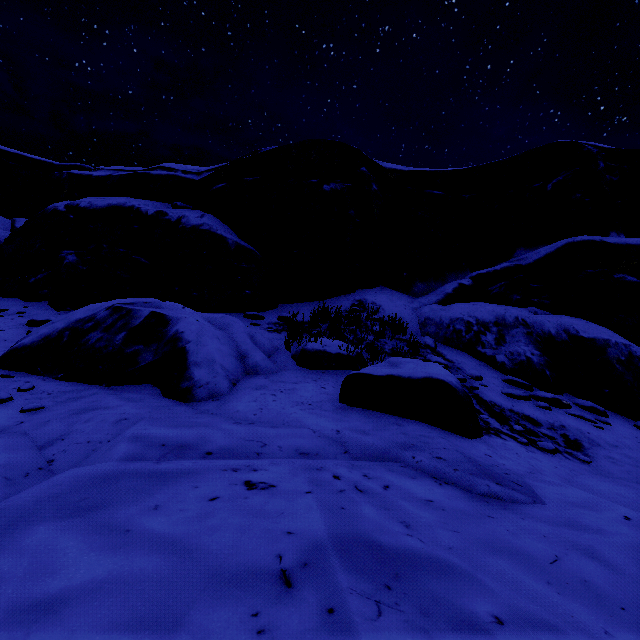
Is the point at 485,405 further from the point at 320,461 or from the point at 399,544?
the point at 399,544

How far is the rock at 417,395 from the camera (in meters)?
3.47

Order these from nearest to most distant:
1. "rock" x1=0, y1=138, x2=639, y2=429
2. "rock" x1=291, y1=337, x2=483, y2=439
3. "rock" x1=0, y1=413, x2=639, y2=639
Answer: "rock" x1=0, y1=413, x2=639, y2=639
"rock" x1=291, y1=337, x2=483, y2=439
"rock" x1=0, y1=138, x2=639, y2=429

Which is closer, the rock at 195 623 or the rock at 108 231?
the rock at 195 623

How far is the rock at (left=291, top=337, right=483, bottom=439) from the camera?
3.5m

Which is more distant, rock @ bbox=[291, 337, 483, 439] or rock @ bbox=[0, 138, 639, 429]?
rock @ bbox=[0, 138, 639, 429]
